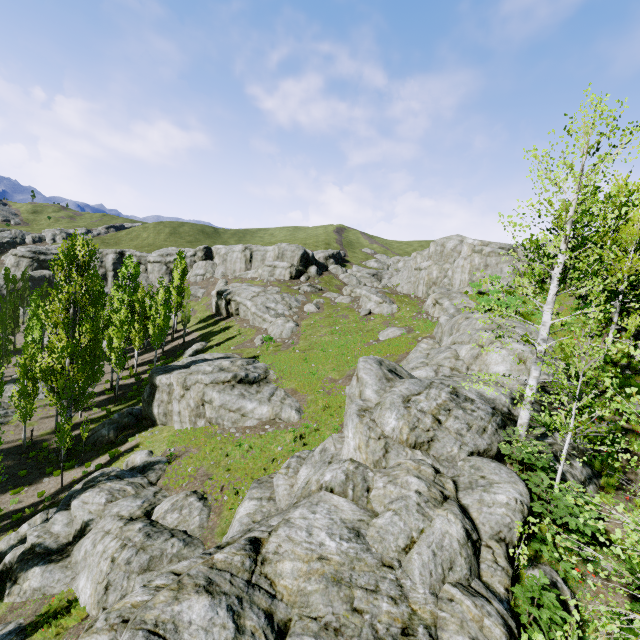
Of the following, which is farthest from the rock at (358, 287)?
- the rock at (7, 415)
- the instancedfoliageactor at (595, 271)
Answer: the rock at (7, 415)

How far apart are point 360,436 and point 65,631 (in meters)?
14.86

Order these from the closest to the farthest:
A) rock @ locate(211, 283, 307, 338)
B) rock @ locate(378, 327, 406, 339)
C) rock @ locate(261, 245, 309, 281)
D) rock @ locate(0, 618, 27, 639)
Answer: rock @ locate(0, 618, 27, 639), rock @ locate(378, 327, 406, 339), rock @ locate(211, 283, 307, 338), rock @ locate(261, 245, 309, 281)

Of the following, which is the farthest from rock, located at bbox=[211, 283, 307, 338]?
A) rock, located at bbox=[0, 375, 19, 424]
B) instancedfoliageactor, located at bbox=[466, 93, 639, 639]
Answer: rock, located at bbox=[0, 375, 19, 424]

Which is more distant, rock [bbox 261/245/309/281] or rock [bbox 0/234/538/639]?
rock [bbox 261/245/309/281]

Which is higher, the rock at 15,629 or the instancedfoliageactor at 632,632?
the instancedfoliageactor at 632,632
